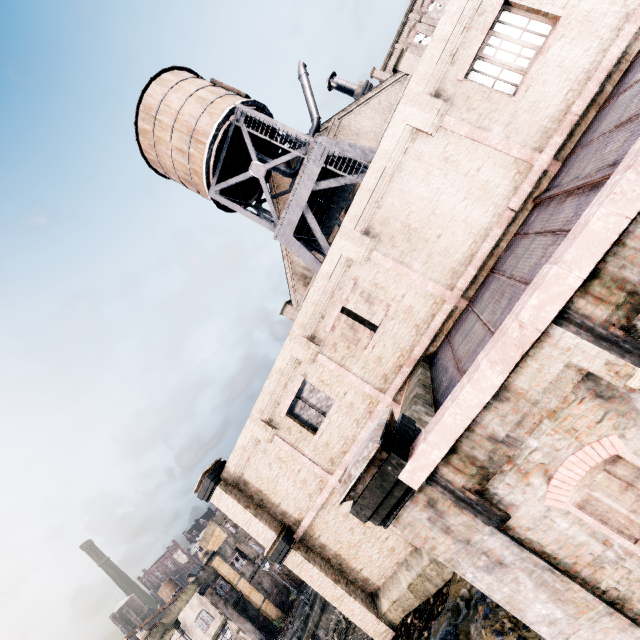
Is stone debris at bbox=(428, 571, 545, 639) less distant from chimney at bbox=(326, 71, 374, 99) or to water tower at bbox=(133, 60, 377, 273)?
water tower at bbox=(133, 60, 377, 273)

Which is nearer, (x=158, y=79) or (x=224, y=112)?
(x=224, y=112)

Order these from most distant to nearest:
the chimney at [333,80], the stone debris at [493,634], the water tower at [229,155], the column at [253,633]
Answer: the column at [253,633] → the chimney at [333,80] → the water tower at [229,155] → the stone debris at [493,634]

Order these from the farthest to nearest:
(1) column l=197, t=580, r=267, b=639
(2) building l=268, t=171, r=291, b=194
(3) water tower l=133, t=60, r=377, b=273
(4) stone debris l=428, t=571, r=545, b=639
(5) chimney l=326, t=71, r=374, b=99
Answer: (1) column l=197, t=580, r=267, b=639 < (5) chimney l=326, t=71, r=374, b=99 < (2) building l=268, t=171, r=291, b=194 < (3) water tower l=133, t=60, r=377, b=273 < (4) stone debris l=428, t=571, r=545, b=639

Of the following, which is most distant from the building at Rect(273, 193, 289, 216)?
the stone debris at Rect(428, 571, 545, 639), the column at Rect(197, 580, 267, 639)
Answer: the column at Rect(197, 580, 267, 639)

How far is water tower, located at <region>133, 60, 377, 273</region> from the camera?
17.4m

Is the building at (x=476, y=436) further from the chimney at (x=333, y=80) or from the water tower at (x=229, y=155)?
the water tower at (x=229, y=155)
